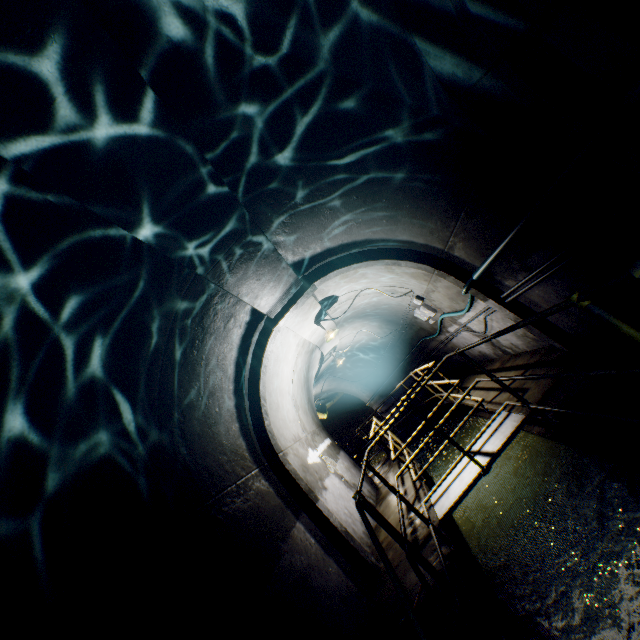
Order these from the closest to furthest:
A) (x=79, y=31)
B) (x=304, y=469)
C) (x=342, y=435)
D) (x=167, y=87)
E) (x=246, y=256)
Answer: (x=79, y=31) → (x=167, y=87) → (x=246, y=256) → (x=304, y=469) → (x=342, y=435)

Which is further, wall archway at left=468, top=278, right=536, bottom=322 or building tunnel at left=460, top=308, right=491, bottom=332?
building tunnel at left=460, top=308, right=491, bottom=332

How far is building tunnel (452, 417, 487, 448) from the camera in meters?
8.4

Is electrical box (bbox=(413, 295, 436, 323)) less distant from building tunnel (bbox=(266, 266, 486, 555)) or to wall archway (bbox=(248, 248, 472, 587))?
building tunnel (bbox=(266, 266, 486, 555))

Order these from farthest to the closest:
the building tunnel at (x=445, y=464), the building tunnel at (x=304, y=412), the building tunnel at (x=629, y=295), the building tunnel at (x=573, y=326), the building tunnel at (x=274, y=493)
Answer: the building tunnel at (x=445, y=464), the building tunnel at (x=304, y=412), the building tunnel at (x=573, y=326), the building tunnel at (x=629, y=295), the building tunnel at (x=274, y=493)

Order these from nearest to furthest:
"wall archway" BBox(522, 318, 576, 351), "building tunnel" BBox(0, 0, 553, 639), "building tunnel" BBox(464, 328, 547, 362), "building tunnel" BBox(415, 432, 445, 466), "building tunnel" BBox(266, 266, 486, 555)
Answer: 1. "building tunnel" BBox(0, 0, 553, 639)
2. "wall archway" BBox(522, 318, 576, 351)
3. "building tunnel" BBox(464, 328, 547, 362)
4. "building tunnel" BBox(266, 266, 486, 555)
5. "building tunnel" BBox(415, 432, 445, 466)

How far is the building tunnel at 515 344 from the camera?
5.67m
